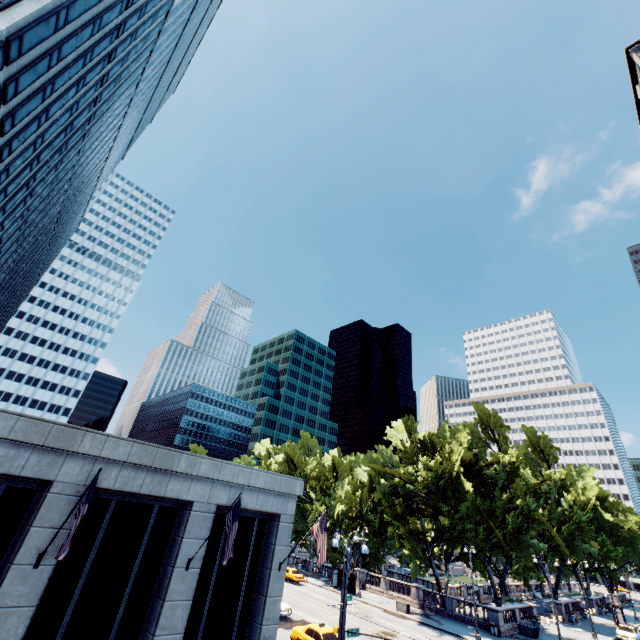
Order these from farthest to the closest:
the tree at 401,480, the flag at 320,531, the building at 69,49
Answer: the tree at 401,480 < the building at 69,49 < the flag at 320,531

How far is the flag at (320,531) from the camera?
16.3m

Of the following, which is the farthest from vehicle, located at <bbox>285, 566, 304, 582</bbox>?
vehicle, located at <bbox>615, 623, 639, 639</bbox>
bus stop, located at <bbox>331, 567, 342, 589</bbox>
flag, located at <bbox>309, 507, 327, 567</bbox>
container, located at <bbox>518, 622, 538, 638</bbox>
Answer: vehicle, located at <bbox>615, 623, 639, 639</bbox>

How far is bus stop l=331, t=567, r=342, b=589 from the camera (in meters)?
43.19

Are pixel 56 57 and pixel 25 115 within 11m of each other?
yes

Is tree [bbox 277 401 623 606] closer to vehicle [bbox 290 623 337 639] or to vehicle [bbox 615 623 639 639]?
vehicle [bbox 615 623 639 639]

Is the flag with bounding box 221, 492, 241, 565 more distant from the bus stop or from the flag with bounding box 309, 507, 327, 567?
the bus stop

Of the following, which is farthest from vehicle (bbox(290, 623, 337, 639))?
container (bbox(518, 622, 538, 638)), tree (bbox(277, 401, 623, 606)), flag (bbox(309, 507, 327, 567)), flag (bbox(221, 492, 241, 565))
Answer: container (bbox(518, 622, 538, 638))
